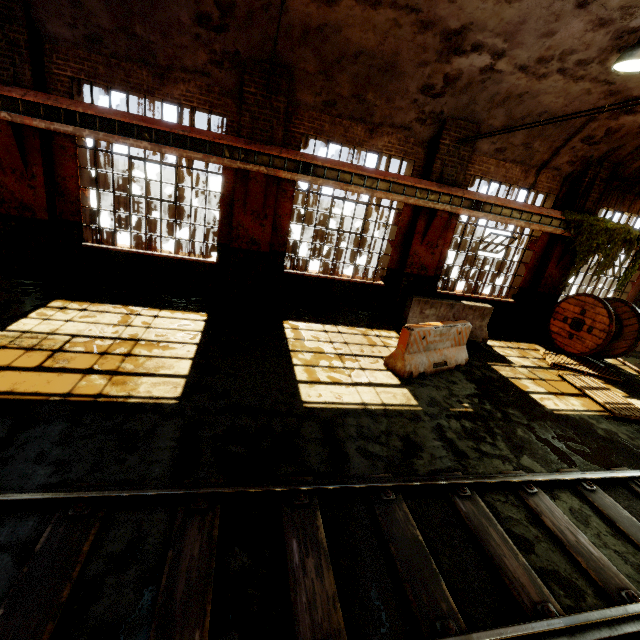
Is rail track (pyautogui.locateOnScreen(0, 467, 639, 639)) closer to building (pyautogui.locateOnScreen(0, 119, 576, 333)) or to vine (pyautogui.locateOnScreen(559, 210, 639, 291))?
building (pyautogui.locateOnScreen(0, 119, 576, 333))

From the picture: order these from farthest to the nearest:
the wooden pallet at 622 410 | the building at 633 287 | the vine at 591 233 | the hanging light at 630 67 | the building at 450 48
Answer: the building at 633 287 < the vine at 591 233 < the wooden pallet at 622 410 < the building at 450 48 < the hanging light at 630 67

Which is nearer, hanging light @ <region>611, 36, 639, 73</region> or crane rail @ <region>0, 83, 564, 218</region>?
hanging light @ <region>611, 36, 639, 73</region>

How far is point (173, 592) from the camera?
2.4 meters

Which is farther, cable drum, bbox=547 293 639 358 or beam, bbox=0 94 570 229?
cable drum, bbox=547 293 639 358

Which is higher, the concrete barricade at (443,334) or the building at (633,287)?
the building at (633,287)

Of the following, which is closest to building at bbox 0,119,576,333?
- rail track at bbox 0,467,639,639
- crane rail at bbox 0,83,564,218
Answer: crane rail at bbox 0,83,564,218

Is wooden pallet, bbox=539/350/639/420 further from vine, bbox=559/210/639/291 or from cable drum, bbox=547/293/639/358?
vine, bbox=559/210/639/291
